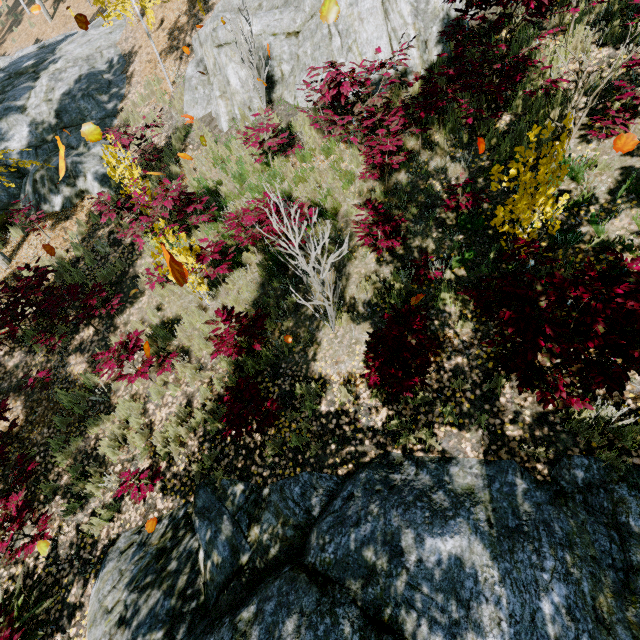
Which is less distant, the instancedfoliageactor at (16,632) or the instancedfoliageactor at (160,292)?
the instancedfoliageactor at (16,632)

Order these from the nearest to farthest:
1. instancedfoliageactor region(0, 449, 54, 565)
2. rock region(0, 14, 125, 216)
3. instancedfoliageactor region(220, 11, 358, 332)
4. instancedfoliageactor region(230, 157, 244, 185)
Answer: instancedfoliageactor region(220, 11, 358, 332) < instancedfoliageactor region(0, 449, 54, 565) < instancedfoliageactor region(230, 157, 244, 185) < rock region(0, 14, 125, 216)

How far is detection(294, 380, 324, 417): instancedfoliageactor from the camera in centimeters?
505cm

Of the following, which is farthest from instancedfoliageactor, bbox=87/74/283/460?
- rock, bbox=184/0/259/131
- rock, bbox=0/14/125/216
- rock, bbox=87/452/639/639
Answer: rock, bbox=184/0/259/131

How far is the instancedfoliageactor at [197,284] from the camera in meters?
4.9 m

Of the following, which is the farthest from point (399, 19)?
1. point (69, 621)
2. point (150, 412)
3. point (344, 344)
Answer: point (69, 621)

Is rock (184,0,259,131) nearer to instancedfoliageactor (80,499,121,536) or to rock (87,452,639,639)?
instancedfoliageactor (80,499,121,536)
